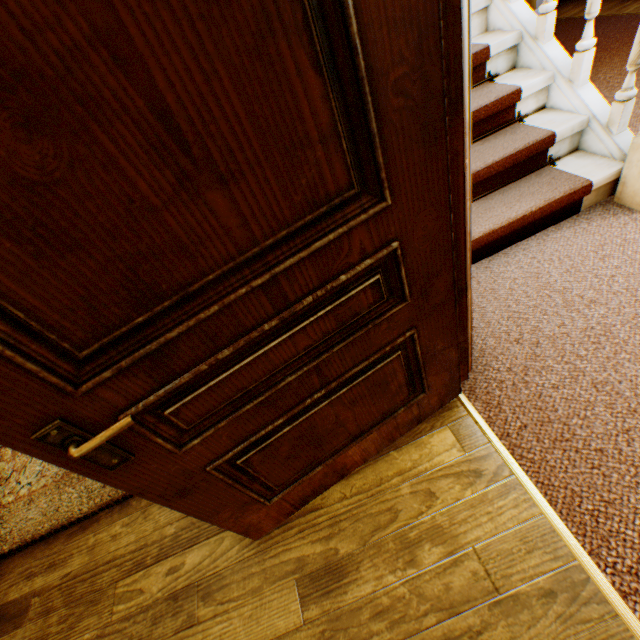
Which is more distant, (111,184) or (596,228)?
(596,228)

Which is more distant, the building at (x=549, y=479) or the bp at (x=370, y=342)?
the building at (x=549, y=479)

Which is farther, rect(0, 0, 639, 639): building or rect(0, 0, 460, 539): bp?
rect(0, 0, 639, 639): building
